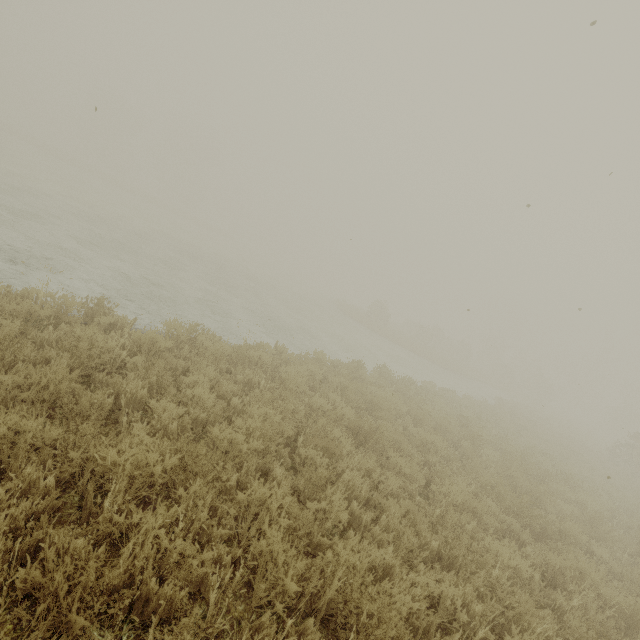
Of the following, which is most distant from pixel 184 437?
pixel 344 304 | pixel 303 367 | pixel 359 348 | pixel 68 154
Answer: pixel 68 154

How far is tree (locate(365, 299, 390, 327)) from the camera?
33.38m

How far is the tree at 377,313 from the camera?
33.4 meters
